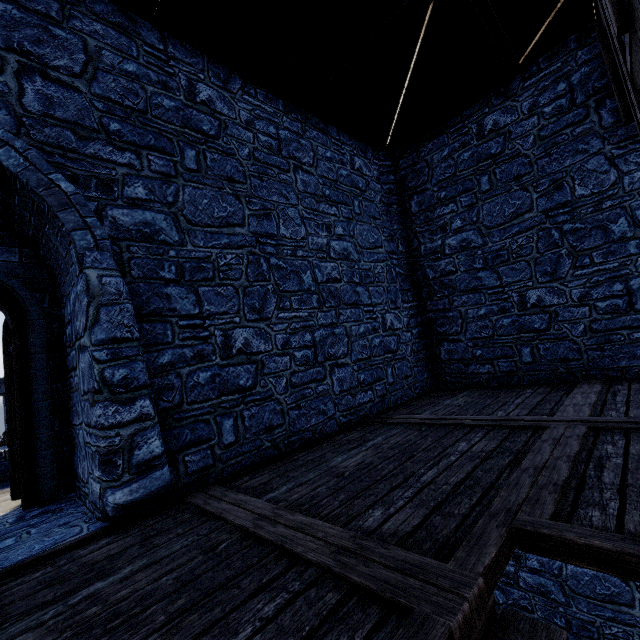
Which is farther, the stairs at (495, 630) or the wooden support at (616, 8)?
the wooden support at (616, 8)

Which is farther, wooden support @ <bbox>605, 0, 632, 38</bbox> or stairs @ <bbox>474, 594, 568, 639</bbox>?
wooden support @ <bbox>605, 0, 632, 38</bbox>

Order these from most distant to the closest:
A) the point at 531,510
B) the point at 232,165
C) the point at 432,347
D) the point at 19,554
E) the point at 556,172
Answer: the point at 432,347
the point at 556,172
the point at 232,165
the point at 19,554
the point at 531,510

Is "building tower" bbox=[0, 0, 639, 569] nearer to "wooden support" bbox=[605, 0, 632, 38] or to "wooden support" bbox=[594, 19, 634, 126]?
"wooden support" bbox=[594, 19, 634, 126]

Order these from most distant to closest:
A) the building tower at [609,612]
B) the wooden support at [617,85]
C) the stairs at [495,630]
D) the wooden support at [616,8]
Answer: the building tower at [609,612] < the wooden support at [617,85] < the wooden support at [616,8] < the stairs at [495,630]

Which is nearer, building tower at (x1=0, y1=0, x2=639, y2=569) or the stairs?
the stairs

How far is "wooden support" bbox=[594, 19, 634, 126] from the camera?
4.68m

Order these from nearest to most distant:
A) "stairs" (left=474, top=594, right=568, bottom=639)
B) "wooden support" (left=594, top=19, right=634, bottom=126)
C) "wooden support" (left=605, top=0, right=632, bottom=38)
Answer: "stairs" (left=474, top=594, right=568, bottom=639) < "wooden support" (left=605, top=0, right=632, bottom=38) < "wooden support" (left=594, top=19, right=634, bottom=126)
